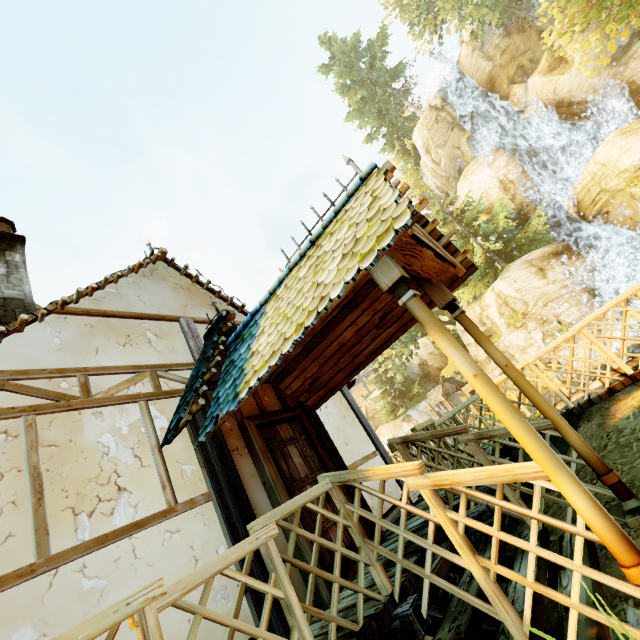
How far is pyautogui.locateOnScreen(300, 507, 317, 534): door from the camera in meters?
3.9 m

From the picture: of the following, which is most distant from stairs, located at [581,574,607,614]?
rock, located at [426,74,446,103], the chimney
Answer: rock, located at [426,74,446,103]

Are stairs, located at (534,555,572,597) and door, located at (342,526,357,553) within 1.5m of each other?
no

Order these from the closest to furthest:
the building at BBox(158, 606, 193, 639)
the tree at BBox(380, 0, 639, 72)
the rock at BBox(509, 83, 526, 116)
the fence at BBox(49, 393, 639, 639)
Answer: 1. the fence at BBox(49, 393, 639, 639)
2. the building at BBox(158, 606, 193, 639)
3. the tree at BBox(380, 0, 639, 72)
4. the rock at BBox(509, 83, 526, 116)

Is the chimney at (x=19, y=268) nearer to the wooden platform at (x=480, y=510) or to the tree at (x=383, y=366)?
the wooden platform at (x=480, y=510)

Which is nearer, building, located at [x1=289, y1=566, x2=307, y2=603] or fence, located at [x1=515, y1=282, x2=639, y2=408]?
building, located at [x1=289, y1=566, x2=307, y2=603]

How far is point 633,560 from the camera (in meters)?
1.81

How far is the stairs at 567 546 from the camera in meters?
3.0 m
